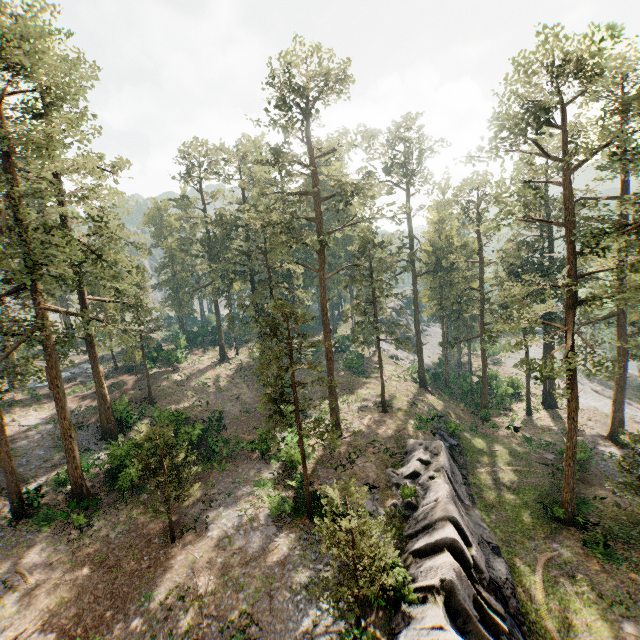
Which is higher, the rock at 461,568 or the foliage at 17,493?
the foliage at 17,493

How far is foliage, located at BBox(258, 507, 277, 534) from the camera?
19.7 meters

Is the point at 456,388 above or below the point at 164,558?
below

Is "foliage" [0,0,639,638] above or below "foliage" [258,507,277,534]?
above

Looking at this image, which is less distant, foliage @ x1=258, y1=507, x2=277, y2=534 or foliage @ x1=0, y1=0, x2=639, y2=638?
foliage @ x1=0, y1=0, x2=639, y2=638

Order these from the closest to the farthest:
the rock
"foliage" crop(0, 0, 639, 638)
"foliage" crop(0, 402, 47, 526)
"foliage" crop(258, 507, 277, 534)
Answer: the rock → "foliage" crop(0, 0, 639, 638) → "foliage" crop(258, 507, 277, 534) → "foliage" crop(0, 402, 47, 526)

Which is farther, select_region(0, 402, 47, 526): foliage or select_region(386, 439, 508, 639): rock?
select_region(0, 402, 47, 526): foliage
